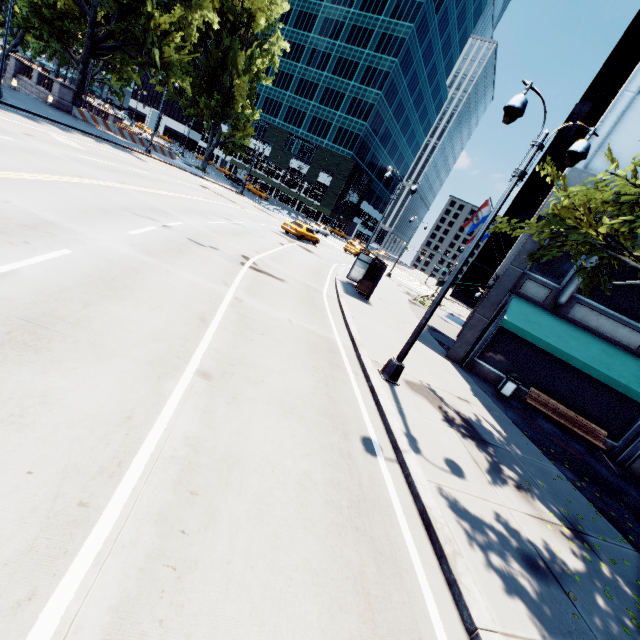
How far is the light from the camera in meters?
6.9

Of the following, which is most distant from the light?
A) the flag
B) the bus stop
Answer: the flag

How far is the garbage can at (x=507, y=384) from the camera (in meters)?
13.16

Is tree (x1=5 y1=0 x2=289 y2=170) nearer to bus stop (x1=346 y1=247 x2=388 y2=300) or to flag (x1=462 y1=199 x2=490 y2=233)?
bus stop (x1=346 y1=247 x2=388 y2=300)

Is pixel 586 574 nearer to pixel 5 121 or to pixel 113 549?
pixel 113 549

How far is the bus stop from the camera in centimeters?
1777cm

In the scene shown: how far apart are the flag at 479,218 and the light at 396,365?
15.01m

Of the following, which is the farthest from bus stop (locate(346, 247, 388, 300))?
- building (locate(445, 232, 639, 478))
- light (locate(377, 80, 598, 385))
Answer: light (locate(377, 80, 598, 385))
